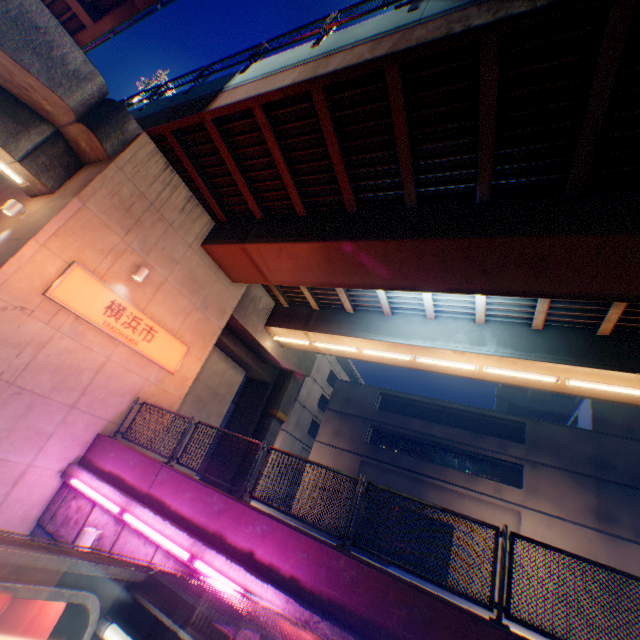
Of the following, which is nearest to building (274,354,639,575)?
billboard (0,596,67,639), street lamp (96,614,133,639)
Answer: billboard (0,596,67,639)

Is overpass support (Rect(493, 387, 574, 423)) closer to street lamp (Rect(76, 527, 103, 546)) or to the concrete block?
the concrete block

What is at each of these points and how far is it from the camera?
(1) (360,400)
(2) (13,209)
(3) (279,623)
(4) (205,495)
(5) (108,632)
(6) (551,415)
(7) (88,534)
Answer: (1) building, 29.0m
(2) street lamp, 8.8m
(3) canopy, 4.3m
(4) concrete block, 7.0m
(5) street lamp, 2.1m
(6) overpass support, 45.2m
(7) street lamp, 7.0m

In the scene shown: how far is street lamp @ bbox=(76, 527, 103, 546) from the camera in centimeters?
691cm

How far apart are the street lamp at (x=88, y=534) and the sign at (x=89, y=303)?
4.6 meters

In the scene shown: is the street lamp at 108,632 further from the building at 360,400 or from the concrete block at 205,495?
the building at 360,400

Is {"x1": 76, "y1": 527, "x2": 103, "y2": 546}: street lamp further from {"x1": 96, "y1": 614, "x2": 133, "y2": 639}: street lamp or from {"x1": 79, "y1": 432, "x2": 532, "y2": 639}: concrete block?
{"x1": 96, "y1": 614, "x2": 133, "y2": 639}: street lamp

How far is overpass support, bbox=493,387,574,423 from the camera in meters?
44.1
